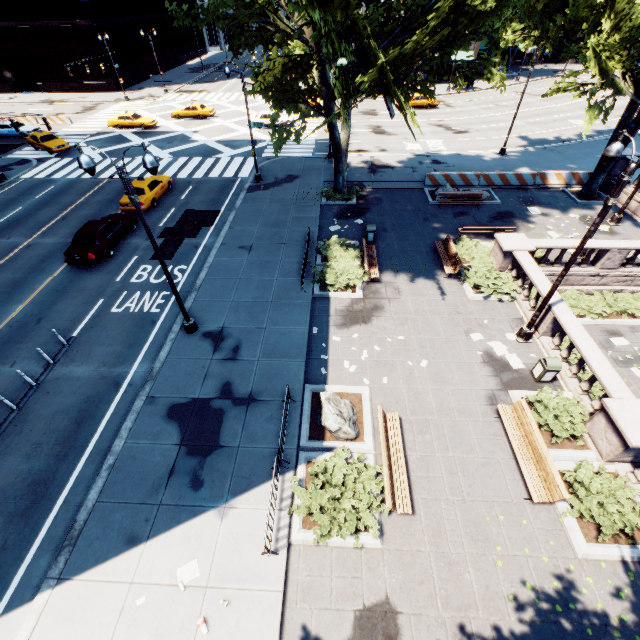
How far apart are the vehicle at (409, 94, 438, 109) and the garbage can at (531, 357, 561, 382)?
40.5m

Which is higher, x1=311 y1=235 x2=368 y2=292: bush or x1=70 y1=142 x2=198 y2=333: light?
x1=70 y1=142 x2=198 y2=333: light

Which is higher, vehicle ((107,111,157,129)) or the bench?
vehicle ((107,111,157,129))

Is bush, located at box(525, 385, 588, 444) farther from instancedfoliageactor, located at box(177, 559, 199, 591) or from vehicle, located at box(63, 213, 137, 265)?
vehicle, located at box(63, 213, 137, 265)

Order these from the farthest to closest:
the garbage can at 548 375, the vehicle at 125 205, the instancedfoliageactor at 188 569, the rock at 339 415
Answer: the vehicle at 125 205
the garbage can at 548 375
the rock at 339 415
the instancedfoliageactor at 188 569

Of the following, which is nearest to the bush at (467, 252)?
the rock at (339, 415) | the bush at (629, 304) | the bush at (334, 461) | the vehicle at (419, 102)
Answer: the bush at (629, 304)

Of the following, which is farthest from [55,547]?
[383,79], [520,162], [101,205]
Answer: [520,162]

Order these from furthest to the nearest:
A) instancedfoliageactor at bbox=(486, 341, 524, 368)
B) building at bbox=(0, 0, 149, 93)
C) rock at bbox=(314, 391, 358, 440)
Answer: building at bbox=(0, 0, 149, 93) → instancedfoliageactor at bbox=(486, 341, 524, 368) → rock at bbox=(314, 391, 358, 440)
